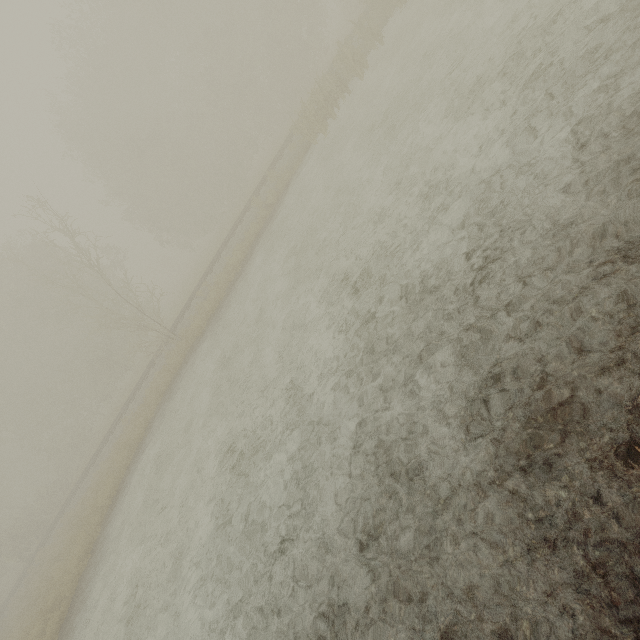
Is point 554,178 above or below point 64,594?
below
